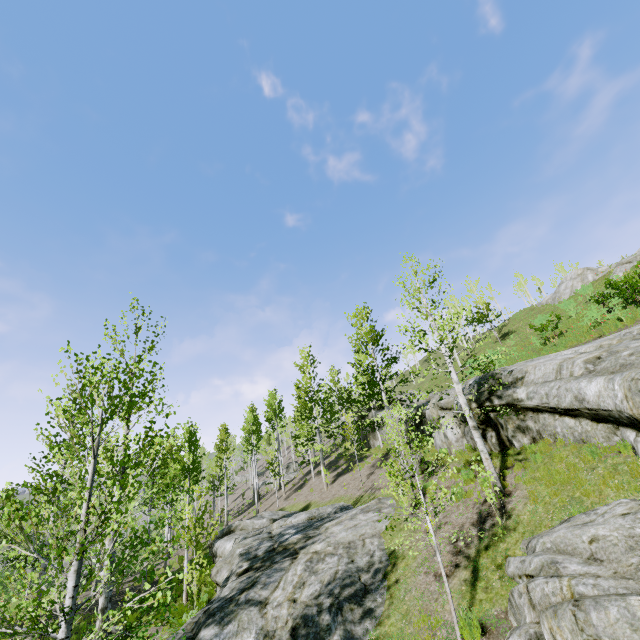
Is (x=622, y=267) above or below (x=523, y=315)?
below

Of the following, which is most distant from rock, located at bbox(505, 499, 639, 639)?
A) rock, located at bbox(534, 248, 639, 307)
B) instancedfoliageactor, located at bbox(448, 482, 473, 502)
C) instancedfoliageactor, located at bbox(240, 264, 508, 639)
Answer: rock, located at bbox(534, 248, 639, 307)

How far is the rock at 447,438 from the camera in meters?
14.6

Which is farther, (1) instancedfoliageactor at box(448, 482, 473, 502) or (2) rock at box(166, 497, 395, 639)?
(2) rock at box(166, 497, 395, 639)

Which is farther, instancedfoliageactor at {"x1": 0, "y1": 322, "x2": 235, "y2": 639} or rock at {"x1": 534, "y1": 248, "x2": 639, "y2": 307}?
rock at {"x1": 534, "y1": 248, "x2": 639, "y2": 307}

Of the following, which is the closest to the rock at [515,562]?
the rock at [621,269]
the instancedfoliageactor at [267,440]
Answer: the instancedfoliageactor at [267,440]

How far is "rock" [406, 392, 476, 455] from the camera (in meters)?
14.59

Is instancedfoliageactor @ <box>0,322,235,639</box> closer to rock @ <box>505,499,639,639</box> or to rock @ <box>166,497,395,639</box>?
rock @ <box>166,497,395,639</box>
